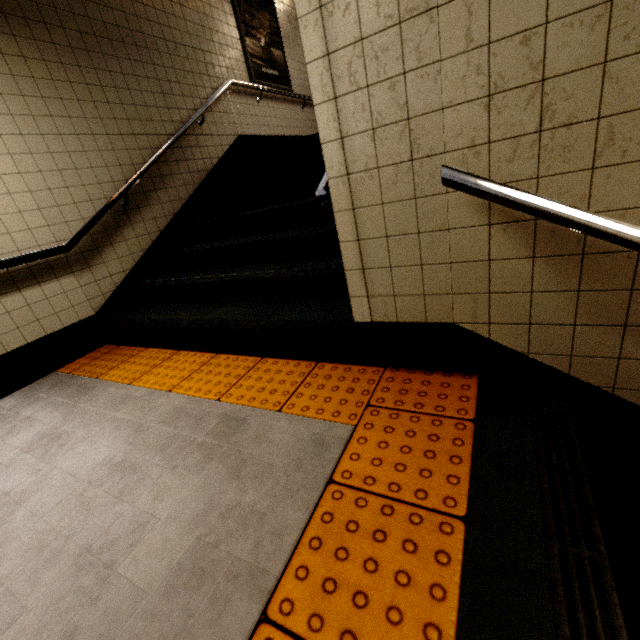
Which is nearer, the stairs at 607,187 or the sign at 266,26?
the stairs at 607,187

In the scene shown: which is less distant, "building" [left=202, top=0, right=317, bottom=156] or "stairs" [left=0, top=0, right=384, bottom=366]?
"stairs" [left=0, top=0, right=384, bottom=366]

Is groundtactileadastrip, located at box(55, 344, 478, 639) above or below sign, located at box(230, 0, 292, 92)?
below

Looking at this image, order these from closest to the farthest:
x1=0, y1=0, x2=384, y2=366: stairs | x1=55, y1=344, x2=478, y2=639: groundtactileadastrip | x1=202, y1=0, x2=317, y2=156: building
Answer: x1=55, y1=344, x2=478, y2=639: groundtactileadastrip < x1=0, y1=0, x2=384, y2=366: stairs < x1=202, y1=0, x2=317, y2=156: building

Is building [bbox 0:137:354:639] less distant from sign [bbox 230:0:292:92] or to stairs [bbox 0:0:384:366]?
stairs [bbox 0:0:384:366]

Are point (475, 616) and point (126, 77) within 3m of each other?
no

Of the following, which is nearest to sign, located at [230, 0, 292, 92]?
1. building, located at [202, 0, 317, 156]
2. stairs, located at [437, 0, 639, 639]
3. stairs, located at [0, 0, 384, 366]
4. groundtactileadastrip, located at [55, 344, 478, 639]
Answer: building, located at [202, 0, 317, 156]

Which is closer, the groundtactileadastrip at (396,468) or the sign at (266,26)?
the groundtactileadastrip at (396,468)
